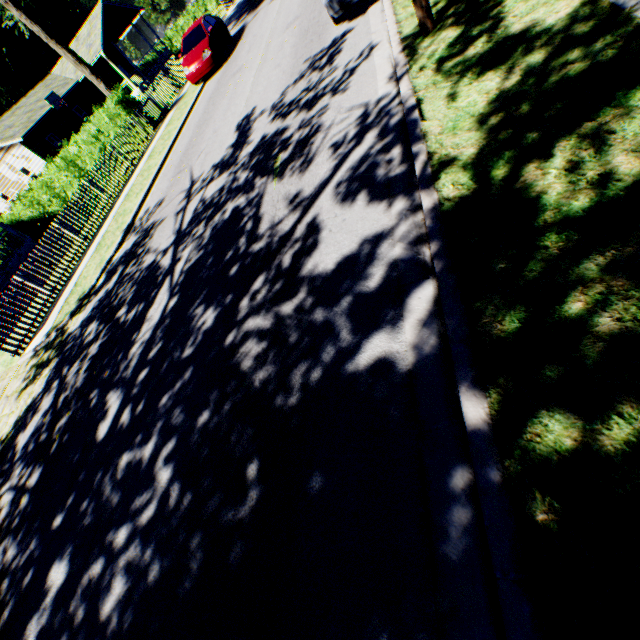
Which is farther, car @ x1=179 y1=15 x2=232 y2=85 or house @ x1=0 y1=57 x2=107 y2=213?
house @ x1=0 y1=57 x2=107 y2=213

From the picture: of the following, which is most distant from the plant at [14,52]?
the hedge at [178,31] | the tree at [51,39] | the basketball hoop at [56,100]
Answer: the basketball hoop at [56,100]

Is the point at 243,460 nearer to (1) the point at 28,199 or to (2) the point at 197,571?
(2) the point at 197,571

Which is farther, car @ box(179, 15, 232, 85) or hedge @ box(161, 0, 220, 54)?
hedge @ box(161, 0, 220, 54)

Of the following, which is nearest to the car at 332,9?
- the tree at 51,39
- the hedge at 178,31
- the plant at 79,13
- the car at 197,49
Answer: the car at 197,49

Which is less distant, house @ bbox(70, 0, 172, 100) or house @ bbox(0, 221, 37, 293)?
house @ bbox(0, 221, 37, 293)

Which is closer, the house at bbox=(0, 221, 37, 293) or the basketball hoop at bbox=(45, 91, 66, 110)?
the house at bbox=(0, 221, 37, 293)

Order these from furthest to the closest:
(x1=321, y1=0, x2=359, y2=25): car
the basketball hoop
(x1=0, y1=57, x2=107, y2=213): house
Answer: the basketball hoop
(x1=0, y1=57, x2=107, y2=213): house
(x1=321, y1=0, x2=359, y2=25): car
